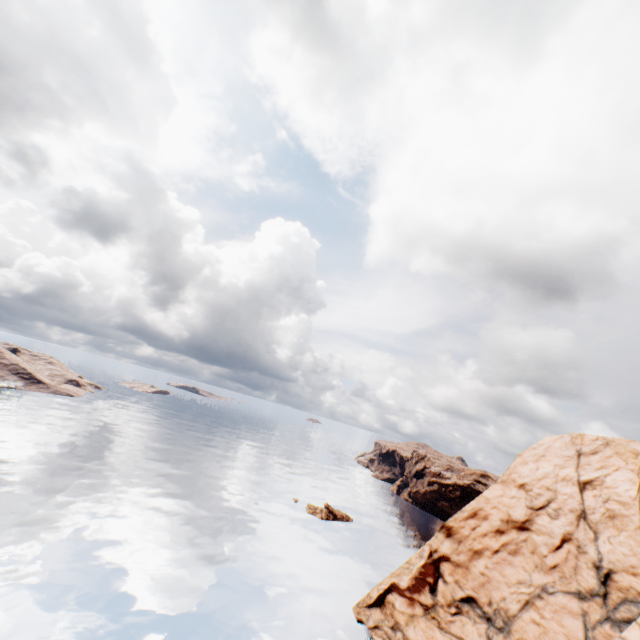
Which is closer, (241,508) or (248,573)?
(248,573)
